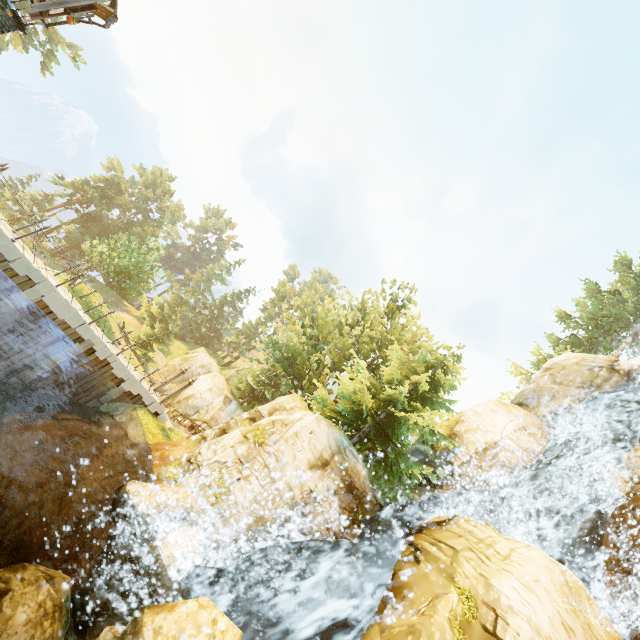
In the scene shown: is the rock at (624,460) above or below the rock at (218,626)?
above

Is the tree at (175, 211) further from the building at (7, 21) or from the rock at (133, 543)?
the building at (7, 21)

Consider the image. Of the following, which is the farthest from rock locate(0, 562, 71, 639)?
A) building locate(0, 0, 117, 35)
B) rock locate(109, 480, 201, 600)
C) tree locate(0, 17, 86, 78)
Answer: building locate(0, 0, 117, 35)

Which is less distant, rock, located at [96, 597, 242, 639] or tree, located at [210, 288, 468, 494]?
rock, located at [96, 597, 242, 639]

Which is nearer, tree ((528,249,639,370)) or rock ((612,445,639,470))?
rock ((612,445,639,470))

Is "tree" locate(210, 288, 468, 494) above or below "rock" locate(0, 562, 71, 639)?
above

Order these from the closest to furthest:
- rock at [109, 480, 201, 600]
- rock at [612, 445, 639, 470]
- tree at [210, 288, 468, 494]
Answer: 1. rock at [109, 480, 201, 600]
2. rock at [612, 445, 639, 470]
3. tree at [210, 288, 468, 494]

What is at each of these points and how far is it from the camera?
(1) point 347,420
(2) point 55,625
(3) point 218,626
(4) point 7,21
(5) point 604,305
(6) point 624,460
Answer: (1) tree, 17.14m
(2) rock, 9.33m
(3) rock, 7.41m
(4) building, 14.57m
(5) tree, 30.56m
(6) rock, 15.93m
